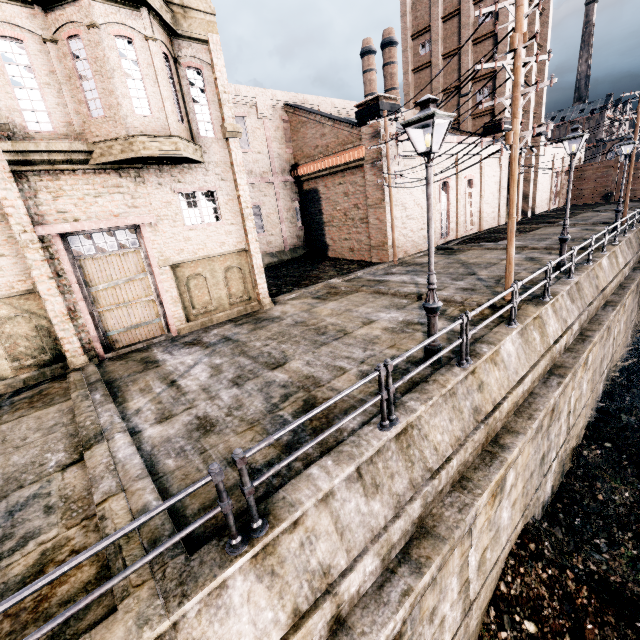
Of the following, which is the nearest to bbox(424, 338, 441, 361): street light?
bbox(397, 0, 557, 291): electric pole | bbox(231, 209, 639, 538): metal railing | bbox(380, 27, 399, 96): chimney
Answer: bbox(231, 209, 639, 538): metal railing

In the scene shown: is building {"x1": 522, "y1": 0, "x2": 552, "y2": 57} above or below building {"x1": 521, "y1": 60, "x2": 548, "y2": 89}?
above

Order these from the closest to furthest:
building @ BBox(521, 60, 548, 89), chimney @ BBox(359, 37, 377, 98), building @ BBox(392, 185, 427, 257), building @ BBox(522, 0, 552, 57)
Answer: building @ BBox(392, 185, 427, 257) < building @ BBox(522, 0, 552, 57) < building @ BBox(521, 60, 548, 89) < chimney @ BBox(359, 37, 377, 98)

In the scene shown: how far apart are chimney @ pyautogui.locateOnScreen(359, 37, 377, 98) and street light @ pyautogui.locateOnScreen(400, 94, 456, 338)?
57.4 meters

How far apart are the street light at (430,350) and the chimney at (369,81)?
57.39m

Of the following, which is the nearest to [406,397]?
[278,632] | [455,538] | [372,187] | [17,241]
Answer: [455,538]

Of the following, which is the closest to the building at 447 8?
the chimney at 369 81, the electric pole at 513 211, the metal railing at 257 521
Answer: the electric pole at 513 211

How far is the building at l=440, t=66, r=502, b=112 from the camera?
31.9m
